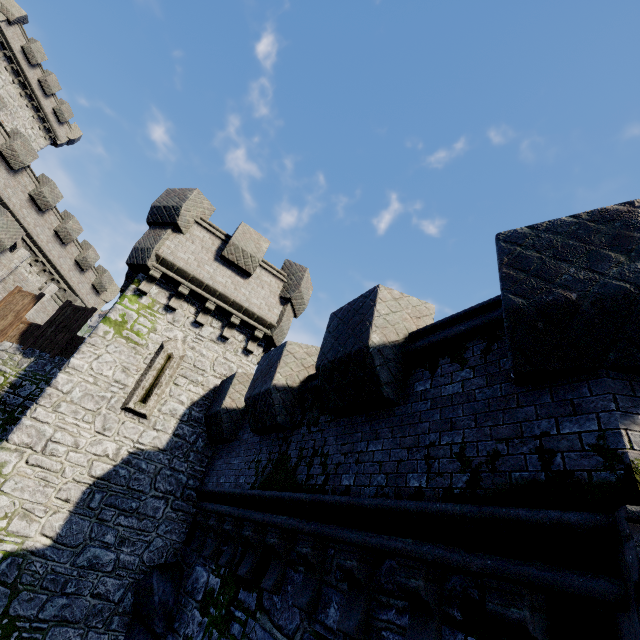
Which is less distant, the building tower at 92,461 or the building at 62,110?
the building tower at 92,461

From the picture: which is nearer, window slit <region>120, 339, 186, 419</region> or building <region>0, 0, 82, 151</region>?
window slit <region>120, 339, 186, 419</region>

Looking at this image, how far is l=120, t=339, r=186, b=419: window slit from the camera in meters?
9.0 m

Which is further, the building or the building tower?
the building

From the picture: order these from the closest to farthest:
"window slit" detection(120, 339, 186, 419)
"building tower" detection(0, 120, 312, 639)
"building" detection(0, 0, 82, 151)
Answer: "building tower" detection(0, 120, 312, 639), "window slit" detection(120, 339, 186, 419), "building" detection(0, 0, 82, 151)

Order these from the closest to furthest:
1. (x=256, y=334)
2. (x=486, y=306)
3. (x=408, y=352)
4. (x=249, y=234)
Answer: (x=486, y=306)
(x=408, y=352)
(x=256, y=334)
(x=249, y=234)

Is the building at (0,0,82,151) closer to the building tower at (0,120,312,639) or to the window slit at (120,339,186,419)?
the building tower at (0,120,312,639)

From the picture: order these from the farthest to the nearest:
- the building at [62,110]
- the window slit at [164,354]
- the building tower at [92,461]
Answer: the building at [62,110] < the window slit at [164,354] < the building tower at [92,461]
